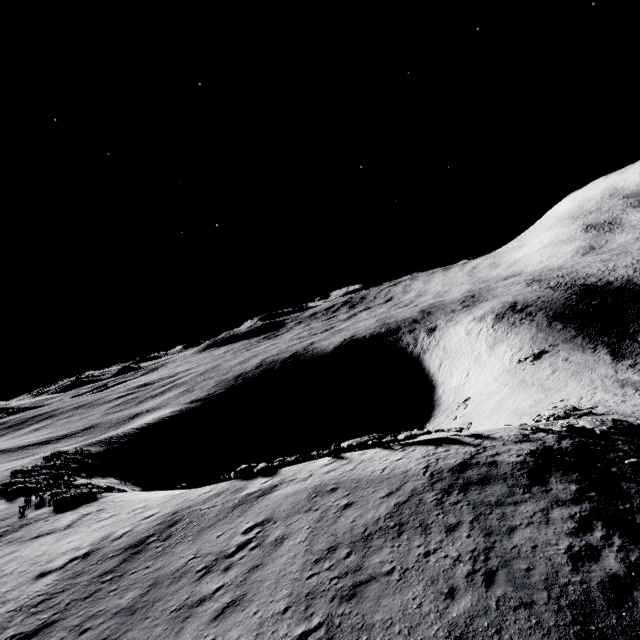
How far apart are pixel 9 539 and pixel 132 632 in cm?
1744
